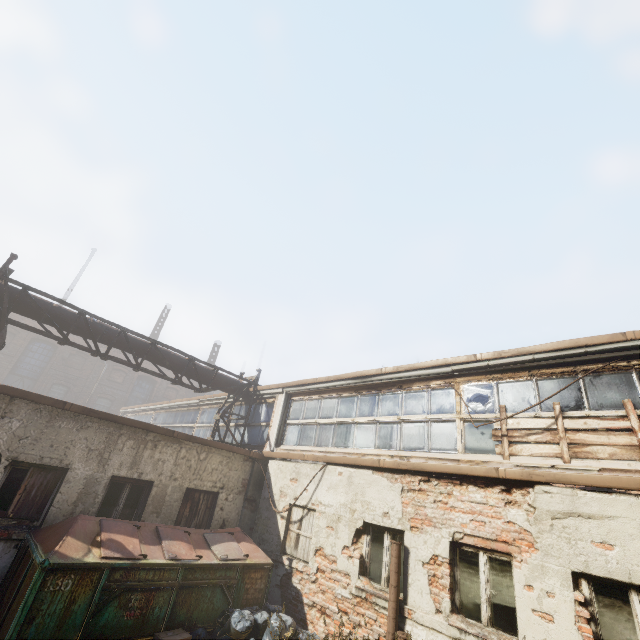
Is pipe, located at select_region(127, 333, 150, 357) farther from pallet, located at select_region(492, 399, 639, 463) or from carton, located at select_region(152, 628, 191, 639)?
carton, located at select_region(152, 628, 191, 639)

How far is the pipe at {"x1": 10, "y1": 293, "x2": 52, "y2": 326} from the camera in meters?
8.6

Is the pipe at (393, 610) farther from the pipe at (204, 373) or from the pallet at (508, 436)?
the pipe at (204, 373)

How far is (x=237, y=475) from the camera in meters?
9.5 m

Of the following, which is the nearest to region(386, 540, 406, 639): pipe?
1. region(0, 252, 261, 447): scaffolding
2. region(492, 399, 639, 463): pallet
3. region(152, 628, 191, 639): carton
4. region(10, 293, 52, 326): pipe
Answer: region(492, 399, 639, 463): pallet

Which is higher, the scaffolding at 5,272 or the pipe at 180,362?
the scaffolding at 5,272

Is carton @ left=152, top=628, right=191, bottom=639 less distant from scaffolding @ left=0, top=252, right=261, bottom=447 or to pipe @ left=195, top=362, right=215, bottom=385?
scaffolding @ left=0, top=252, right=261, bottom=447
